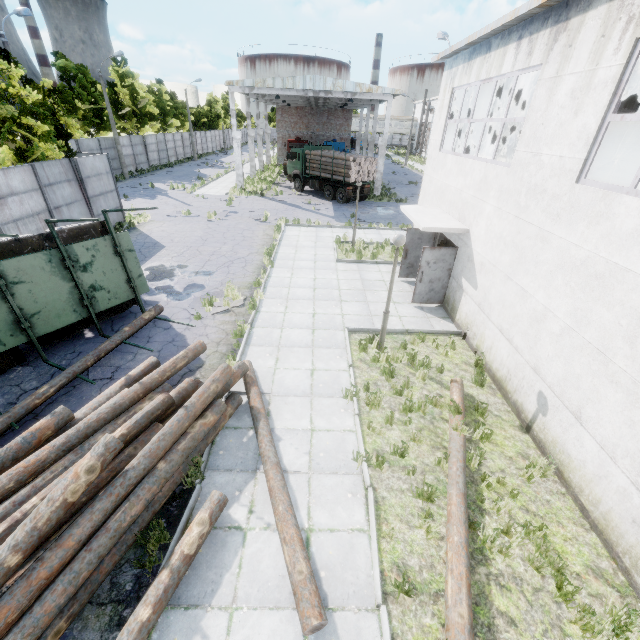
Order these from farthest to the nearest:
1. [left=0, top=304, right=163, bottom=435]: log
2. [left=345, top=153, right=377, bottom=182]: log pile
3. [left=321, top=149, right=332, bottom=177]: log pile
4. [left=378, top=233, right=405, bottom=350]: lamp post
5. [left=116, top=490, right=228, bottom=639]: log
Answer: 1. [left=321, top=149, right=332, bottom=177]: log pile
2. [left=345, top=153, right=377, bottom=182]: log pile
3. [left=378, top=233, right=405, bottom=350]: lamp post
4. [left=0, top=304, right=163, bottom=435]: log
5. [left=116, top=490, right=228, bottom=639]: log

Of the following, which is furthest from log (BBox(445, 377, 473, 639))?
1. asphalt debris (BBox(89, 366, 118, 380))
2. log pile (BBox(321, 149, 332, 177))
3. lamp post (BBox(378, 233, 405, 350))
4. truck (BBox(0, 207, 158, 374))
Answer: log pile (BBox(321, 149, 332, 177))

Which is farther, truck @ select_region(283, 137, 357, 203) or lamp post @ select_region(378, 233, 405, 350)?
truck @ select_region(283, 137, 357, 203)

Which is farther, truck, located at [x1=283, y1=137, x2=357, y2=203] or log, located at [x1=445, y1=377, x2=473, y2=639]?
truck, located at [x1=283, y1=137, x2=357, y2=203]

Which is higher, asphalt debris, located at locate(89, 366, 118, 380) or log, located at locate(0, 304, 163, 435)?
log, located at locate(0, 304, 163, 435)

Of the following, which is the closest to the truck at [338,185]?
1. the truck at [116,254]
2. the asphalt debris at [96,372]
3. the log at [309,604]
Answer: the truck at [116,254]

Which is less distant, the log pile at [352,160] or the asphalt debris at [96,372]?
the asphalt debris at [96,372]

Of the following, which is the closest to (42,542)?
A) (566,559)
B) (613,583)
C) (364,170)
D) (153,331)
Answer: (153,331)
